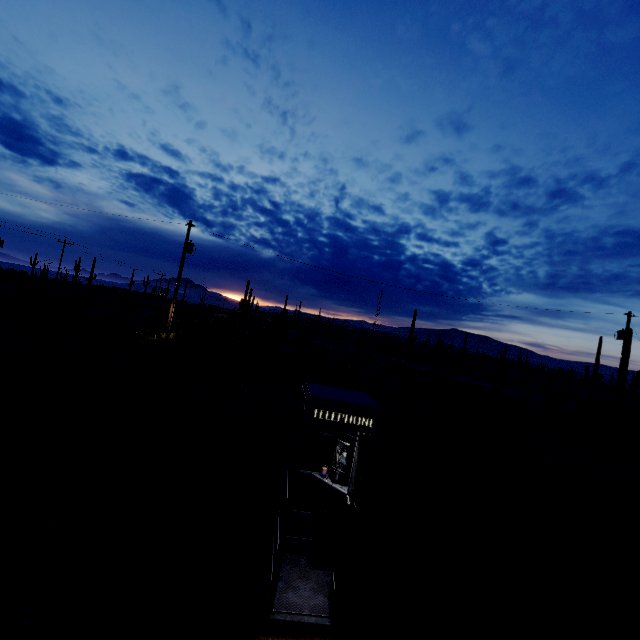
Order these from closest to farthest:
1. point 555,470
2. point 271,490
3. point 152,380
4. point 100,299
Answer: point 271,490 < point 555,470 < point 152,380 < point 100,299
